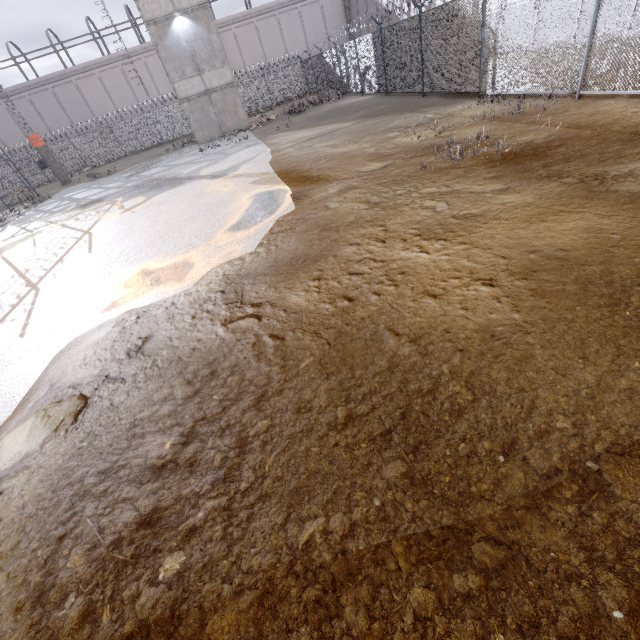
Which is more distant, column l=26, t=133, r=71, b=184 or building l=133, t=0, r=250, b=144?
column l=26, t=133, r=71, b=184

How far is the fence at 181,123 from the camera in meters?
31.2

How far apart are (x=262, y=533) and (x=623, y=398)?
2.72m

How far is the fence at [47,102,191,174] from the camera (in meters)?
31.17

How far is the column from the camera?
24.6 meters

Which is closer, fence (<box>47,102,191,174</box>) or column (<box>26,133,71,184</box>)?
column (<box>26,133,71,184</box>)

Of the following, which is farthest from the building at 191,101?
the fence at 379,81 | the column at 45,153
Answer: the column at 45,153

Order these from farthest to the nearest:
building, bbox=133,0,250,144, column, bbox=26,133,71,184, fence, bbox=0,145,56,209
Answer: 1. column, bbox=26,133,71,184
2. fence, bbox=0,145,56,209
3. building, bbox=133,0,250,144
